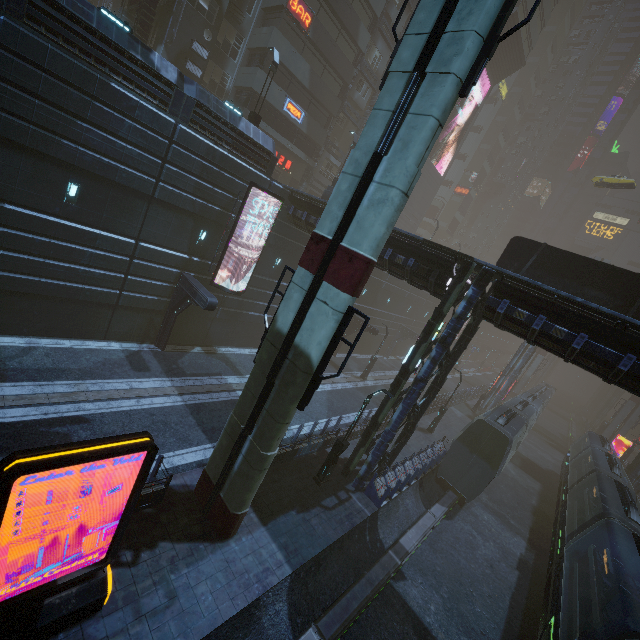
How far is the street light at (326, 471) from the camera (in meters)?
13.99

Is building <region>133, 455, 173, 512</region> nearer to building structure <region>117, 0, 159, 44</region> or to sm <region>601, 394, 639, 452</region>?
building structure <region>117, 0, 159, 44</region>

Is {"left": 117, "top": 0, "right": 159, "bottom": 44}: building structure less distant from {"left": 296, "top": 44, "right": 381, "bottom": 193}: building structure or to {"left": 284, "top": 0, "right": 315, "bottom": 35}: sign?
{"left": 284, "top": 0, "right": 315, "bottom": 35}: sign

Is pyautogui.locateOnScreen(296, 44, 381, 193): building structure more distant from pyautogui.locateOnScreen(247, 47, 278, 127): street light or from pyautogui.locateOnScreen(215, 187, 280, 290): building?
pyautogui.locateOnScreen(247, 47, 278, 127): street light

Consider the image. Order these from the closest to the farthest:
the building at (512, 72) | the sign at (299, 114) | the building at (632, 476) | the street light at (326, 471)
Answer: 1. the street light at (326, 471)
2. the sign at (299, 114)
3. the building at (632, 476)
4. the building at (512, 72)

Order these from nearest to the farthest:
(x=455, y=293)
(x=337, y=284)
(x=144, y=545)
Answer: (x=337, y=284)
(x=144, y=545)
(x=455, y=293)

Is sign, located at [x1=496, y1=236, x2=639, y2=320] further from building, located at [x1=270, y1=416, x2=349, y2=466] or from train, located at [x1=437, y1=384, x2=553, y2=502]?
train, located at [x1=437, y1=384, x2=553, y2=502]

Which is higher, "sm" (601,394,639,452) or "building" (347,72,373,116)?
"building" (347,72,373,116)
